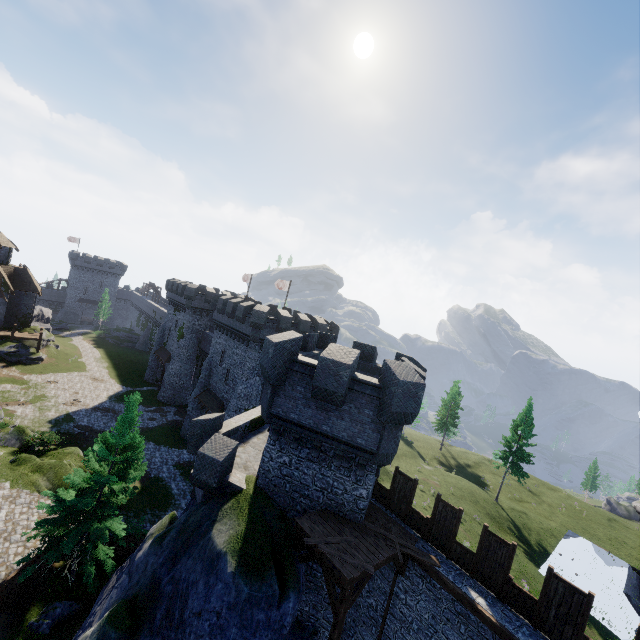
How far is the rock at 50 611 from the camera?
15.60m

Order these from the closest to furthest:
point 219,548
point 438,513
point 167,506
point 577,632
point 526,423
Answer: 1. point 577,632
2. point 219,548
3. point 438,513
4. point 167,506
5. point 526,423

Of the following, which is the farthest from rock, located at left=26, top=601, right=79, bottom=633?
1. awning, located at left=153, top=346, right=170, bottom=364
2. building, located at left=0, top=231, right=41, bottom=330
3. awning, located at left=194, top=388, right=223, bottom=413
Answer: building, located at left=0, top=231, right=41, bottom=330

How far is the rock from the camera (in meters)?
15.60

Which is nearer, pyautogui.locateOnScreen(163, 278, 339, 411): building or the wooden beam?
the wooden beam

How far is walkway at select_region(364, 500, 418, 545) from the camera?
12.9 meters

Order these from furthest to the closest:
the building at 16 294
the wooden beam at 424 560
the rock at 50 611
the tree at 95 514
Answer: the building at 16 294, the tree at 95 514, the rock at 50 611, the wooden beam at 424 560

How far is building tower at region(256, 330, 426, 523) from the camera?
12.4 meters
